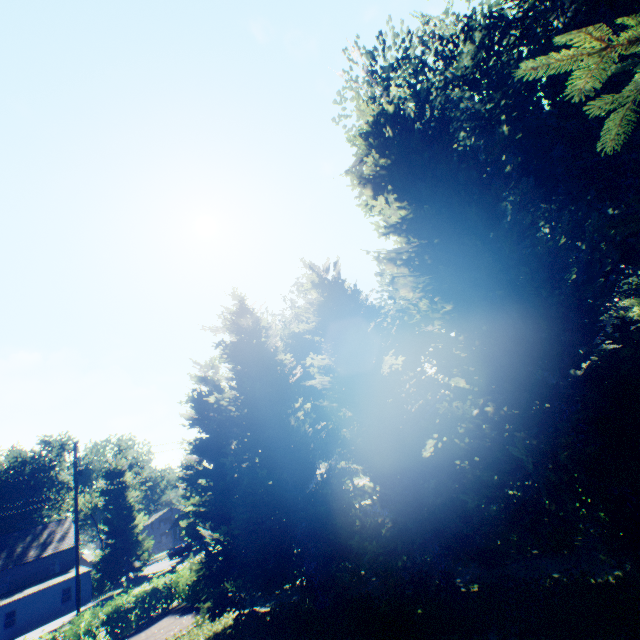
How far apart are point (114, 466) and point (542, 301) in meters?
54.2

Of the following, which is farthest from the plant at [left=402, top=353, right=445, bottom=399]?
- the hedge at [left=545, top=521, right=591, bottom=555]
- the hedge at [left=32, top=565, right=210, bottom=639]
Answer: the hedge at [left=545, top=521, right=591, bottom=555]

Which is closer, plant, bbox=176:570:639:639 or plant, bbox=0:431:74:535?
plant, bbox=176:570:639:639

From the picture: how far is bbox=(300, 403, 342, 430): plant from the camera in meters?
31.0 m

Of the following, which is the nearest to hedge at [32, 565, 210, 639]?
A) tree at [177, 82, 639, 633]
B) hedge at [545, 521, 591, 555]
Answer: tree at [177, 82, 639, 633]

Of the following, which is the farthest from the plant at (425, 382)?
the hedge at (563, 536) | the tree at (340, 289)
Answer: the hedge at (563, 536)

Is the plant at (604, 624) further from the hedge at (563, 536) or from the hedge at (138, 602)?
the hedge at (563, 536)
